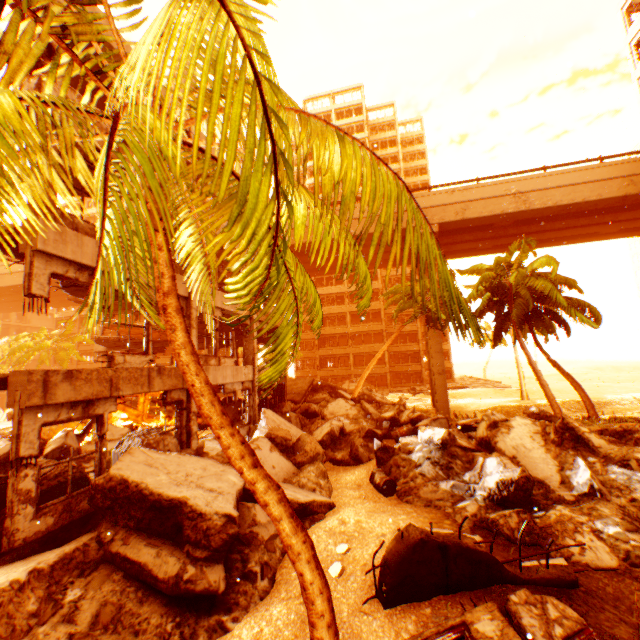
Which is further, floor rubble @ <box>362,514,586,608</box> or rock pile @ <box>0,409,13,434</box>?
rock pile @ <box>0,409,13,434</box>

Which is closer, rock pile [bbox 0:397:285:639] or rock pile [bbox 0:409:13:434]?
rock pile [bbox 0:397:285:639]

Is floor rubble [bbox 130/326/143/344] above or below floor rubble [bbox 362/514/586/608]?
above

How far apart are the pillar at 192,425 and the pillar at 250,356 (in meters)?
4.52

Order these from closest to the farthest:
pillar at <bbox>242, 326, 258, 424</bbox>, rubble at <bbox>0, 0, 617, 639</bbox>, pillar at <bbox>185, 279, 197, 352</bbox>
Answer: rubble at <bbox>0, 0, 617, 639</bbox>, pillar at <bbox>185, 279, 197, 352</bbox>, pillar at <bbox>242, 326, 258, 424</bbox>

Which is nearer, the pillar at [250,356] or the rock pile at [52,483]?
the rock pile at [52,483]

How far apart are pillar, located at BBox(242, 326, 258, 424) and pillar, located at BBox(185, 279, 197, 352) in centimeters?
452cm

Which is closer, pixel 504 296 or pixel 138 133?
pixel 138 133
